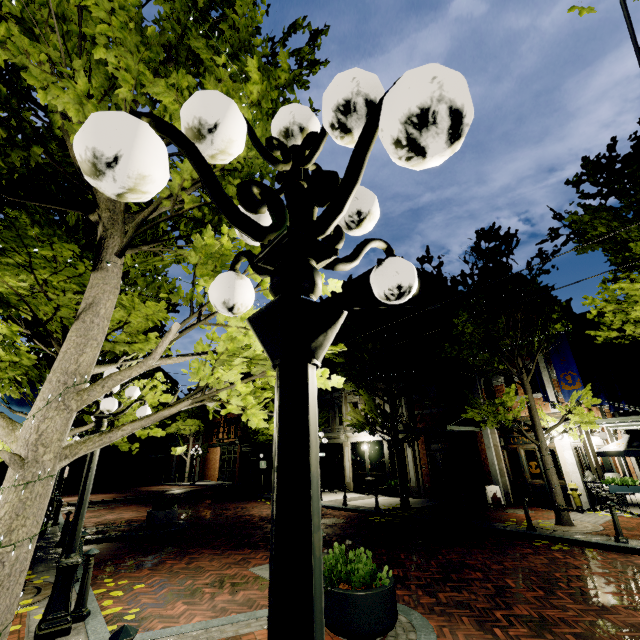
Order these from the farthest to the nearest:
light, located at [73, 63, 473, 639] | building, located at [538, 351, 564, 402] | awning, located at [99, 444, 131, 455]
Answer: awning, located at [99, 444, 131, 455]
building, located at [538, 351, 564, 402]
light, located at [73, 63, 473, 639]

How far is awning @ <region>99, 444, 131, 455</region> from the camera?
35.66m

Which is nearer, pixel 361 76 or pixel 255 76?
pixel 361 76

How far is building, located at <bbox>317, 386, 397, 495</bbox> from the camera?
18.7 meters

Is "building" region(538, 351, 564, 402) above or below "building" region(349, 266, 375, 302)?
below

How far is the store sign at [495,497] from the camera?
13.41m

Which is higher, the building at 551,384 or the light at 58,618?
the building at 551,384

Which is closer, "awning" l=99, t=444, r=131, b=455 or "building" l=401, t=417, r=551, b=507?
"building" l=401, t=417, r=551, b=507
